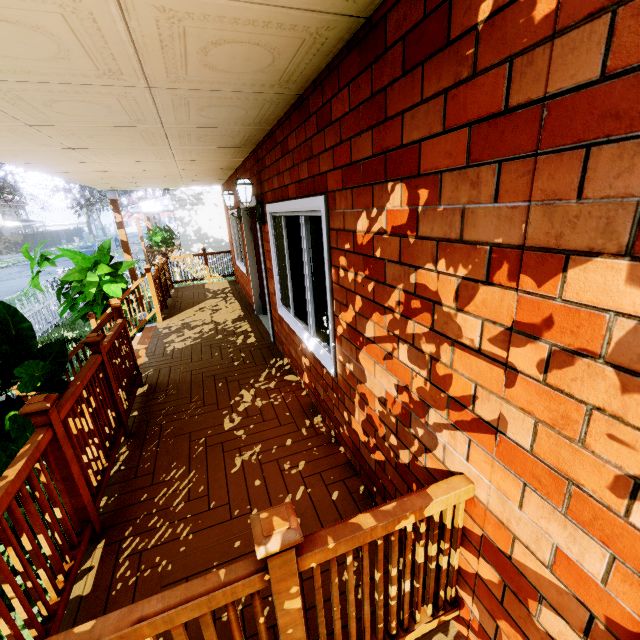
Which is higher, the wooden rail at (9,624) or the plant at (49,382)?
the plant at (49,382)

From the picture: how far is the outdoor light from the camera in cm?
408

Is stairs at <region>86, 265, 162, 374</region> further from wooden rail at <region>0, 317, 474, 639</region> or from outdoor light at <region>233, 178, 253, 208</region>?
outdoor light at <region>233, 178, 253, 208</region>

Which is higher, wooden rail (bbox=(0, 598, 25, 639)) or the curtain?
the curtain

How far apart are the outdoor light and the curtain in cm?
53

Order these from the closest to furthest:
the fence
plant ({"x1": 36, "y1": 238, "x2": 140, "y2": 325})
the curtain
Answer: the curtain → plant ({"x1": 36, "y1": 238, "x2": 140, "y2": 325}) → the fence

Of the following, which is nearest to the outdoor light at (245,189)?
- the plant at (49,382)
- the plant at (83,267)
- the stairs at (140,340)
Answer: the stairs at (140,340)

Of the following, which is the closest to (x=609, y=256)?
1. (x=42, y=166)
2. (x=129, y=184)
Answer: Result: (x=42, y=166)
